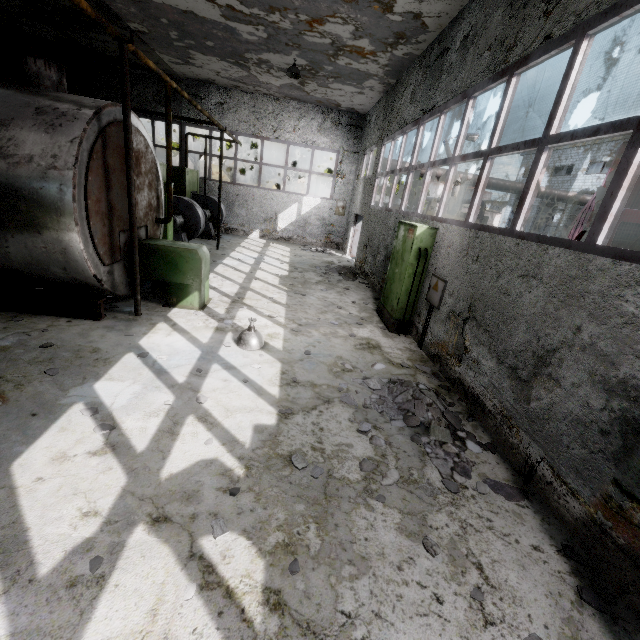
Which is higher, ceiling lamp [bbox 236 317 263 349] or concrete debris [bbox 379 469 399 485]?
ceiling lamp [bbox 236 317 263 349]

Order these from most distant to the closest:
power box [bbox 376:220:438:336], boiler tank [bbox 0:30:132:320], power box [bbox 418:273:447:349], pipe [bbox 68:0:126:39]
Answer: power box [bbox 376:220:438:336] < power box [bbox 418:273:447:349] < boiler tank [bbox 0:30:132:320] < pipe [bbox 68:0:126:39]

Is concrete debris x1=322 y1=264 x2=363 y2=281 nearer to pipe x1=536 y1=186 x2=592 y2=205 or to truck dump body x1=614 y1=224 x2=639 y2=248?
pipe x1=536 y1=186 x2=592 y2=205

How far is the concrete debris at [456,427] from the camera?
3.80m

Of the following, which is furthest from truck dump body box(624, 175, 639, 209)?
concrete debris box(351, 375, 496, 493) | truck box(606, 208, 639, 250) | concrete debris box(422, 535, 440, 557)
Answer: concrete debris box(422, 535, 440, 557)

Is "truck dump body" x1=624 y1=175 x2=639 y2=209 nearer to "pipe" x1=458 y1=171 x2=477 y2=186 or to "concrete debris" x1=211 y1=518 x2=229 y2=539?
"pipe" x1=458 y1=171 x2=477 y2=186

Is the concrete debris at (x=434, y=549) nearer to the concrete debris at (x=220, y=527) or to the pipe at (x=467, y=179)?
the concrete debris at (x=220, y=527)

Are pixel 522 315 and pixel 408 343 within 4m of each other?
yes
